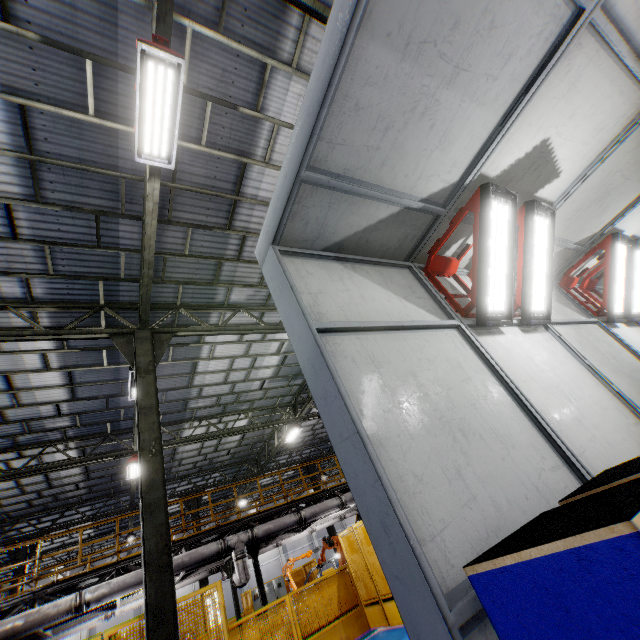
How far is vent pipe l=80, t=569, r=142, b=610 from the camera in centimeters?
901cm

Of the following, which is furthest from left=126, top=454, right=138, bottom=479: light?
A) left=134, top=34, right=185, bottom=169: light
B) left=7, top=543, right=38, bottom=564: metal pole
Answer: left=134, top=34, right=185, bottom=169: light

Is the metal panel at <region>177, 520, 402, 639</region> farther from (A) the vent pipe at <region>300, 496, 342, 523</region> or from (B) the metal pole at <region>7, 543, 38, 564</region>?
(A) the vent pipe at <region>300, 496, 342, 523</region>

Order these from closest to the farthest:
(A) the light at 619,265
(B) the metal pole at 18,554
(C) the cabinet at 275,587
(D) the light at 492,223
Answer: (D) the light at 492,223, (A) the light at 619,265, (B) the metal pole at 18,554, (C) the cabinet at 275,587

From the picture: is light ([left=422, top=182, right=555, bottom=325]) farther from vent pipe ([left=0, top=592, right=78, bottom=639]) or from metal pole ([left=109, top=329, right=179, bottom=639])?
vent pipe ([left=0, top=592, right=78, bottom=639])

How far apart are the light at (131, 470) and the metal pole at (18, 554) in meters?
6.8

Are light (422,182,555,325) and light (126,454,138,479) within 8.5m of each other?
no

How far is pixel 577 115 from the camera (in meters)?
3.46
